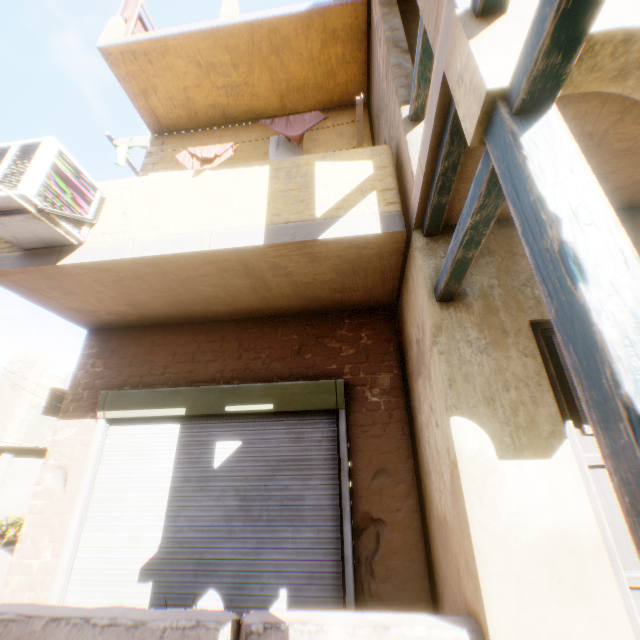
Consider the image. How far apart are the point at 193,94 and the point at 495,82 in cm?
701

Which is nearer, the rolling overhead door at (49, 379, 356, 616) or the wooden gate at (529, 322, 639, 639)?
the wooden gate at (529, 322, 639, 639)

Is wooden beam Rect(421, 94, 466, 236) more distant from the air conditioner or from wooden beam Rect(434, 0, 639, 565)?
the air conditioner

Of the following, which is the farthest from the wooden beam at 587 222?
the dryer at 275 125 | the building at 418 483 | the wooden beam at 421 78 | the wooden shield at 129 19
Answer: the wooden shield at 129 19

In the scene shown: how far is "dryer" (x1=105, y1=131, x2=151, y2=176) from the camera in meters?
5.1

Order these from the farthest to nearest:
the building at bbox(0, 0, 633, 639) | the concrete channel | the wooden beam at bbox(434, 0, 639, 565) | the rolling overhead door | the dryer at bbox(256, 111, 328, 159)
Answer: the concrete channel → the dryer at bbox(256, 111, 328, 159) → the rolling overhead door → the building at bbox(0, 0, 633, 639) → the wooden beam at bbox(434, 0, 639, 565)

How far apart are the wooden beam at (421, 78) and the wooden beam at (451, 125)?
1.0 meters
